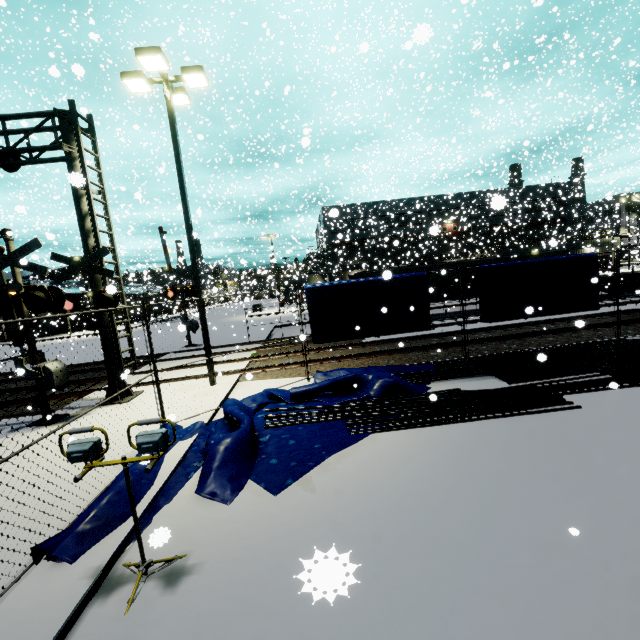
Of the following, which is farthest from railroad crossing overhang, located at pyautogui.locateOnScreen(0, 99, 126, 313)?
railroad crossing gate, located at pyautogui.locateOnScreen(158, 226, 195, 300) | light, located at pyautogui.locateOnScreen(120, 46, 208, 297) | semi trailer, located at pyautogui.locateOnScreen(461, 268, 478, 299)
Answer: semi trailer, located at pyautogui.locateOnScreen(461, 268, 478, 299)

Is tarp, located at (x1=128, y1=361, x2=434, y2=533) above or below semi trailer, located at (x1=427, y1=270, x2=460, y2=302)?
below

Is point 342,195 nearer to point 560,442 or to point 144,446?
point 560,442

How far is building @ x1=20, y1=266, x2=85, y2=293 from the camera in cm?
4139

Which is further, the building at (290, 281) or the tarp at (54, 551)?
the building at (290, 281)

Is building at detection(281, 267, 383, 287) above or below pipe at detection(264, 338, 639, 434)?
above

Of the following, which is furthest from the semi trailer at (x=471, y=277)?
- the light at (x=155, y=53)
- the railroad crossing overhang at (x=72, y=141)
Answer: the railroad crossing overhang at (x=72, y=141)

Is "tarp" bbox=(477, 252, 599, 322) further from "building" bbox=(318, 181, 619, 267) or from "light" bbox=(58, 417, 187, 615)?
"light" bbox=(58, 417, 187, 615)
